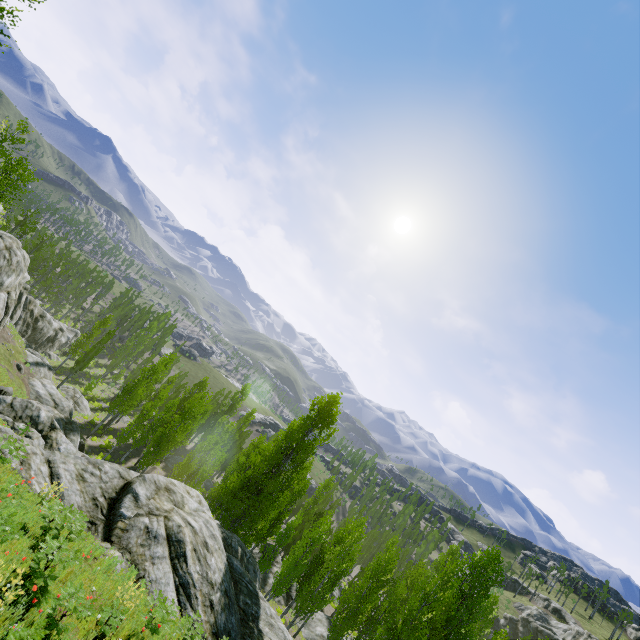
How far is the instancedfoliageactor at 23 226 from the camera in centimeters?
4031cm

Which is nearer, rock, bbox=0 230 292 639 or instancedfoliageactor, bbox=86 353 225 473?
rock, bbox=0 230 292 639

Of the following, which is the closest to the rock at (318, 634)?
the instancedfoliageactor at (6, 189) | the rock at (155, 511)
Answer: the instancedfoliageactor at (6, 189)

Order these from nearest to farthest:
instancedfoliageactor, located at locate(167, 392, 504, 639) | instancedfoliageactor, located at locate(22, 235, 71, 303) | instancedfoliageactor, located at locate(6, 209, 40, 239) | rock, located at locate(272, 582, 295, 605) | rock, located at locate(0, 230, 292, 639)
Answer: rock, located at locate(0, 230, 292, 639)
instancedfoliageactor, located at locate(167, 392, 504, 639)
rock, located at locate(272, 582, 295, 605)
instancedfoliageactor, located at locate(6, 209, 40, 239)
instancedfoliageactor, located at locate(22, 235, 71, 303)

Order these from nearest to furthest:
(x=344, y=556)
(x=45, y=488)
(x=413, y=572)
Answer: (x=45, y=488)
(x=344, y=556)
(x=413, y=572)

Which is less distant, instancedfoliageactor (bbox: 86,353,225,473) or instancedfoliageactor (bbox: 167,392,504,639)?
instancedfoliageactor (bbox: 167,392,504,639)

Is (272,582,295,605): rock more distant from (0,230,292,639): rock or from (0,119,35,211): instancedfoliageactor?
(0,230,292,639): rock
